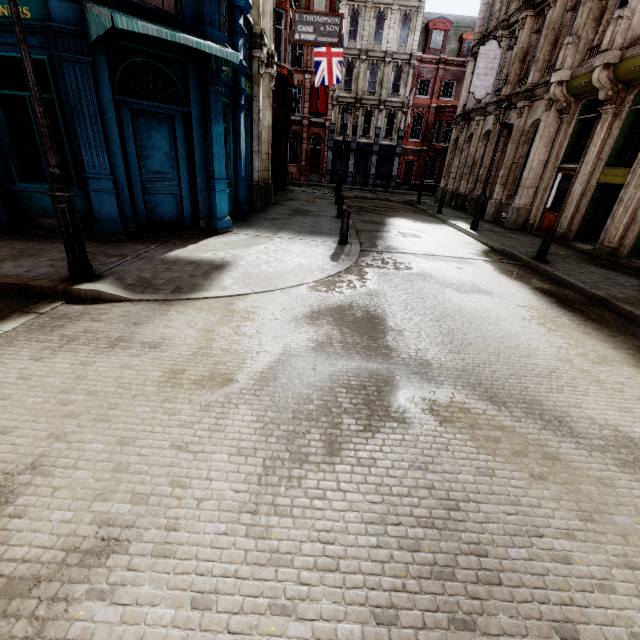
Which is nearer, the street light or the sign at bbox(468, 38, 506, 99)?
the street light

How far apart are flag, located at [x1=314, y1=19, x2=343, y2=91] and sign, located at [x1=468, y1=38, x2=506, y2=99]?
7.6 meters

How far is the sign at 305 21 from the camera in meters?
13.0 m

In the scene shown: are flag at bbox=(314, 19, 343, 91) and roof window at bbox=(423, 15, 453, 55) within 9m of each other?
no

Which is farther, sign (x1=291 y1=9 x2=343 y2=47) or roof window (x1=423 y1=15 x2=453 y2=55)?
roof window (x1=423 y1=15 x2=453 y2=55)

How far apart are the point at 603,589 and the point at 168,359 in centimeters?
410cm

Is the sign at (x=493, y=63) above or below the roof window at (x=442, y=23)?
below

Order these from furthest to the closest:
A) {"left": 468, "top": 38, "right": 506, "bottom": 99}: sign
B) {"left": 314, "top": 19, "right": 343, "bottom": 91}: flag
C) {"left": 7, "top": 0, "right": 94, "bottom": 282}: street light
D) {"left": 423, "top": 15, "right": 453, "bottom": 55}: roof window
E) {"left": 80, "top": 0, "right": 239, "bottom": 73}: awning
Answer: {"left": 423, "top": 15, "right": 453, "bottom": 55}: roof window, {"left": 314, "top": 19, "right": 343, "bottom": 91}: flag, {"left": 468, "top": 38, "right": 506, "bottom": 99}: sign, {"left": 80, "top": 0, "right": 239, "bottom": 73}: awning, {"left": 7, "top": 0, "right": 94, "bottom": 282}: street light
